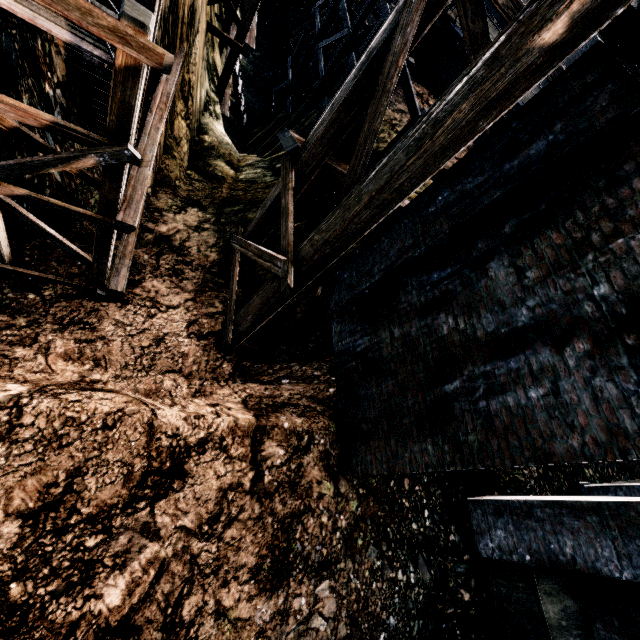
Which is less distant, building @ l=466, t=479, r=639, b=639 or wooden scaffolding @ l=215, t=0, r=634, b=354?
wooden scaffolding @ l=215, t=0, r=634, b=354

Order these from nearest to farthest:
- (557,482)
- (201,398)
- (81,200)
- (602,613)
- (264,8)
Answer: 1. (602,613)
2. (201,398)
3. (557,482)
4. (81,200)
5. (264,8)

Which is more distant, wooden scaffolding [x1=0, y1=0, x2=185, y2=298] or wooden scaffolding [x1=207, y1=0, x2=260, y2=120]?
wooden scaffolding [x1=207, y1=0, x2=260, y2=120]

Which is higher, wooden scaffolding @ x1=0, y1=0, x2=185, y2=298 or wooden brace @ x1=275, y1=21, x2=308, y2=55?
wooden scaffolding @ x1=0, y1=0, x2=185, y2=298

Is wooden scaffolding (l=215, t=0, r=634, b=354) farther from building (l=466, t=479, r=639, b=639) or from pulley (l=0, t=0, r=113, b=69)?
pulley (l=0, t=0, r=113, b=69)

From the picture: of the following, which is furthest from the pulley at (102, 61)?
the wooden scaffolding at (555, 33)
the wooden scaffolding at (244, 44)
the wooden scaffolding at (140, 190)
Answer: the wooden scaffolding at (244, 44)

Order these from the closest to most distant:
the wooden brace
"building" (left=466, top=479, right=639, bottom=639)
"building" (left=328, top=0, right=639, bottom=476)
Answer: "building" (left=328, top=0, right=639, bottom=476), "building" (left=466, top=479, right=639, bottom=639), the wooden brace

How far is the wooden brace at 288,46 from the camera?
24.1 meters
